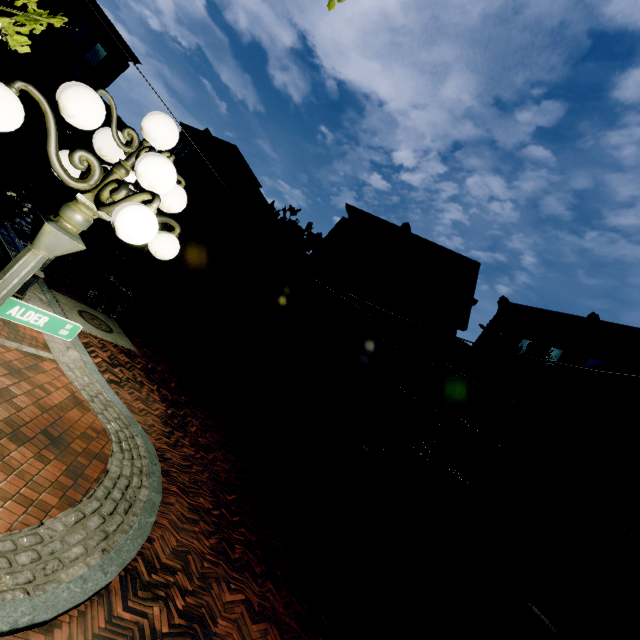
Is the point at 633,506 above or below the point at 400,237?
below

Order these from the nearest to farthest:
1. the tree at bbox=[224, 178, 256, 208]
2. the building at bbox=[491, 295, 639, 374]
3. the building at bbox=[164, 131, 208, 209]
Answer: the building at bbox=[491, 295, 639, 374]
the tree at bbox=[224, 178, 256, 208]
the building at bbox=[164, 131, 208, 209]

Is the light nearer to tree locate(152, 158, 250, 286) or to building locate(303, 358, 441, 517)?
tree locate(152, 158, 250, 286)

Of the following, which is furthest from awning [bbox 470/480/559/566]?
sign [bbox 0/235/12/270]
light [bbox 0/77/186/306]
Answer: sign [bbox 0/235/12/270]

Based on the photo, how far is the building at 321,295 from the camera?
23.53m

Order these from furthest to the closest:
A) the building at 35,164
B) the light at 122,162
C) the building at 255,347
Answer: the building at 35,164
the building at 255,347
the light at 122,162

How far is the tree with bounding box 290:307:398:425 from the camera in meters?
16.4 m

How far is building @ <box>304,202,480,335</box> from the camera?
21.5m
